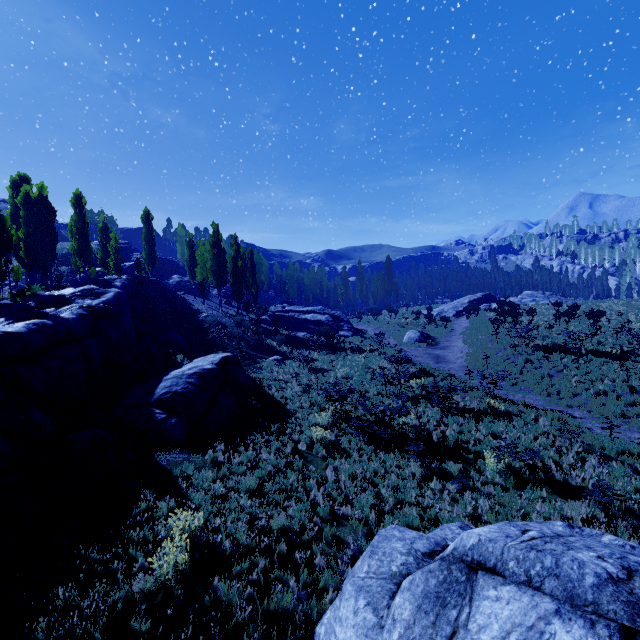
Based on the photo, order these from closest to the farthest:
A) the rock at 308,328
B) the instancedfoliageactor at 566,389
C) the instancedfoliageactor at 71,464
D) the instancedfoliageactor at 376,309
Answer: the instancedfoliageactor at 71,464 < the instancedfoliageactor at 566,389 < the instancedfoliageactor at 376,309 < the rock at 308,328

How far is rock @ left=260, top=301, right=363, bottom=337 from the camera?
36.7 meters

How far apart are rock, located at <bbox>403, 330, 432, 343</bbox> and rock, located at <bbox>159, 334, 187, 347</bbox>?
20.7 meters

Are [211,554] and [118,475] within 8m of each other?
yes

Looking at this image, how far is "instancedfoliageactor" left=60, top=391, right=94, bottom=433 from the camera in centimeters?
1034cm

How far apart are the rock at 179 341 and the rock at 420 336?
20.7m

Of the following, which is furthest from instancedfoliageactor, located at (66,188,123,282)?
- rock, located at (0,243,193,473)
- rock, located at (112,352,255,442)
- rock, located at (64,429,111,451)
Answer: rock, located at (112,352,255,442)
